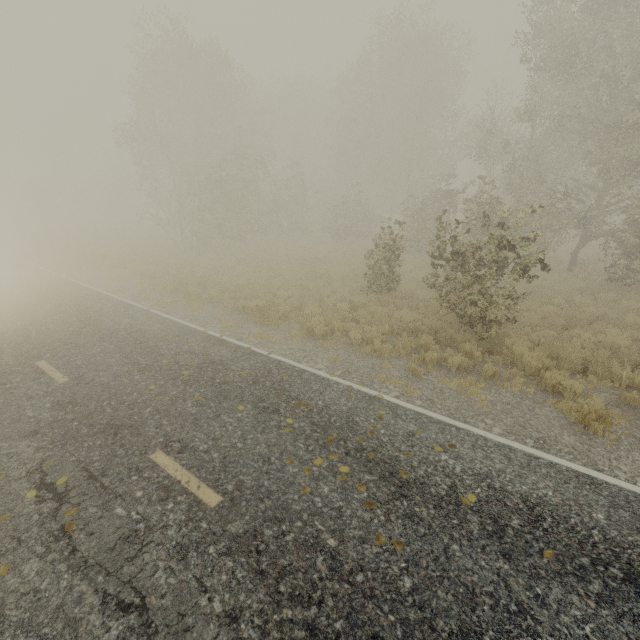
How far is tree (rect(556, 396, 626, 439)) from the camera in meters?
5.8 m

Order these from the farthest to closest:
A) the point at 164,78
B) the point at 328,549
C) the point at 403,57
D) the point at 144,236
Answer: the point at 144,236
the point at 403,57
the point at 164,78
the point at 328,549

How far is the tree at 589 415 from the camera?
5.8m
